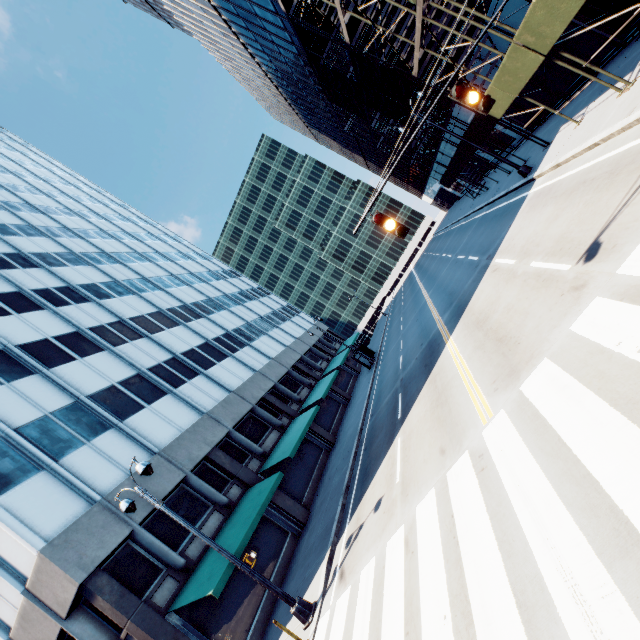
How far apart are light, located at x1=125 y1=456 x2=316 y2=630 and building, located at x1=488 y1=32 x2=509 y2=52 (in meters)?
25.32

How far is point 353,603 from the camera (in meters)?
8.09

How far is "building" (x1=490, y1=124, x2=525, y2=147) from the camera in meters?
24.4

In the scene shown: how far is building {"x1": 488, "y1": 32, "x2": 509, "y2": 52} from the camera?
16.4 meters

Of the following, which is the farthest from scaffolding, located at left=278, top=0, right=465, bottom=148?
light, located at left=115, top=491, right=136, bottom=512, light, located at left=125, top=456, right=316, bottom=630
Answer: light, located at left=115, top=491, right=136, bottom=512

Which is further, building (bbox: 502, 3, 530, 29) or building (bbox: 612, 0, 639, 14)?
building (bbox: 502, 3, 530, 29)

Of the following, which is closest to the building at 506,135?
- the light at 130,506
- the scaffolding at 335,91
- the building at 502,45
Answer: the scaffolding at 335,91

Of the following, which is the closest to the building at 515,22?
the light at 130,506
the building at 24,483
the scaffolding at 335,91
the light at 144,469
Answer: the scaffolding at 335,91
